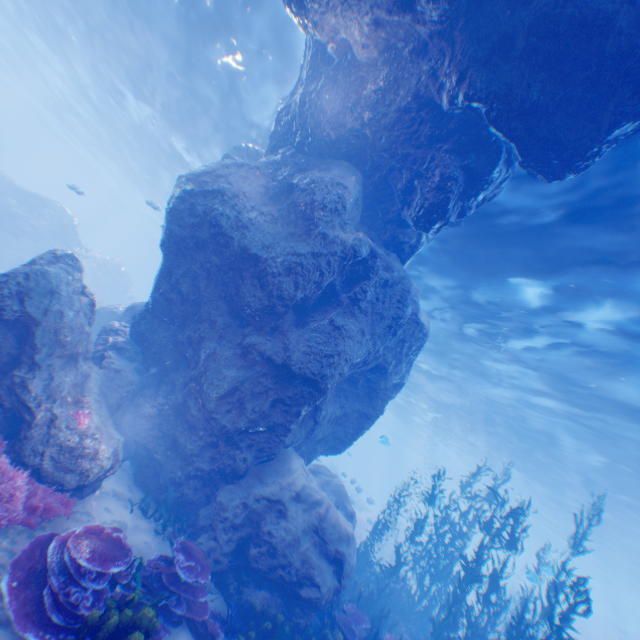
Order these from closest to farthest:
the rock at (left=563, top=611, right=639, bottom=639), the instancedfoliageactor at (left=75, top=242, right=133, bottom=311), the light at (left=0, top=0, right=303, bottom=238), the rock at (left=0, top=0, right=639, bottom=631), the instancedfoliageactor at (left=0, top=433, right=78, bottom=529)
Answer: the instancedfoliageactor at (left=0, top=433, right=78, bottom=529) < the rock at (left=0, top=0, right=639, bottom=631) < the light at (left=0, top=0, right=303, bottom=238) < the instancedfoliageactor at (left=75, top=242, right=133, bottom=311) < the rock at (left=563, top=611, right=639, bottom=639)

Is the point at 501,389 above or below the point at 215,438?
above

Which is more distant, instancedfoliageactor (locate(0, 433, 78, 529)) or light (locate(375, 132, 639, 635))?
light (locate(375, 132, 639, 635))

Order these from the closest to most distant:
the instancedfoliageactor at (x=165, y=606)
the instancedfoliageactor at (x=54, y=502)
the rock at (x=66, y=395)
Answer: the instancedfoliageactor at (x=165, y=606) < the instancedfoliageactor at (x=54, y=502) < the rock at (x=66, y=395)

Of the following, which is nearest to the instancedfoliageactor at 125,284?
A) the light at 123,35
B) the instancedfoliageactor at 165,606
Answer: the light at 123,35

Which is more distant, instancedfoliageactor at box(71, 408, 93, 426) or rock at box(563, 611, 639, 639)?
rock at box(563, 611, 639, 639)

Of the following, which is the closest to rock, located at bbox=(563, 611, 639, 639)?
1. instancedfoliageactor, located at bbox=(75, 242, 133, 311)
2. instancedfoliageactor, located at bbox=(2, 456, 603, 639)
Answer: instancedfoliageactor, located at bbox=(2, 456, 603, 639)

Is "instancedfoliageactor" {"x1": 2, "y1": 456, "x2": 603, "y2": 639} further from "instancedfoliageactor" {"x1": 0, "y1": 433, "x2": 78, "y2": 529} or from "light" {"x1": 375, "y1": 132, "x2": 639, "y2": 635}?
"instancedfoliageactor" {"x1": 0, "y1": 433, "x2": 78, "y2": 529}
